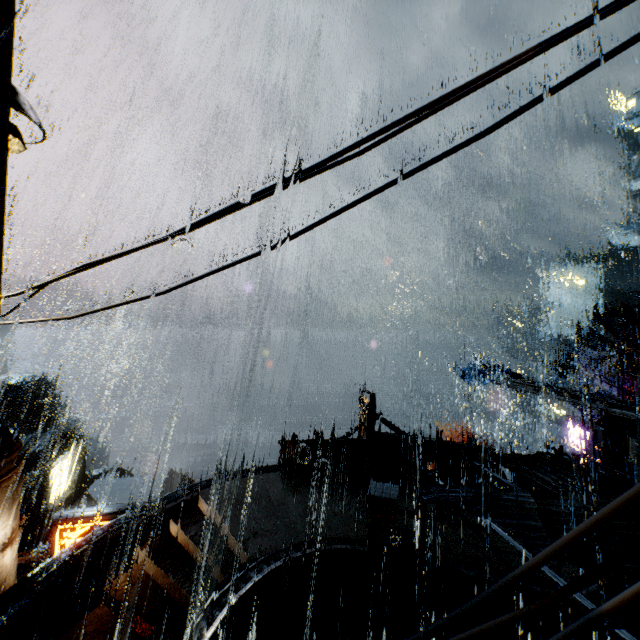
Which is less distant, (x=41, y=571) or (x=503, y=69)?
(x=503, y=69)

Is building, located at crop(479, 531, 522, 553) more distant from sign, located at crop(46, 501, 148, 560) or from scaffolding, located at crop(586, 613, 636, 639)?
scaffolding, located at crop(586, 613, 636, 639)

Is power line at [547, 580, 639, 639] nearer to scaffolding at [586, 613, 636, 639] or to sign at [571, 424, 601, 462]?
scaffolding at [586, 613, 636, 639]

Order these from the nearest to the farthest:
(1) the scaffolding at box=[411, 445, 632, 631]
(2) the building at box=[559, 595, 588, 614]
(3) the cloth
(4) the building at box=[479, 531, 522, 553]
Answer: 1. (1) the scaffolding at box=[411, 445, 632, 631]
2. (2) the building at box=[559, 595, 588, 614]
3. (4) the building at box=[479, 531, 522, 553]
4. (3) the cloth

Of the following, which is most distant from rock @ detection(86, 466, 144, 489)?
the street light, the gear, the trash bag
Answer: the street light

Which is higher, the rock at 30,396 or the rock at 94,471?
the rock at 30,396

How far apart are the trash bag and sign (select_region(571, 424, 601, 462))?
15.81m

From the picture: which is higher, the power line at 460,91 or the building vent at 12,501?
the power line at 460,91
